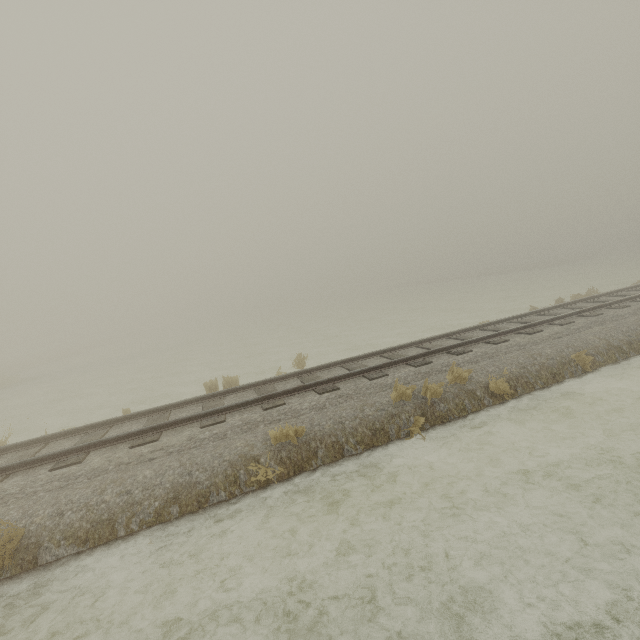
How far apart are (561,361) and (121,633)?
10.1 meters
